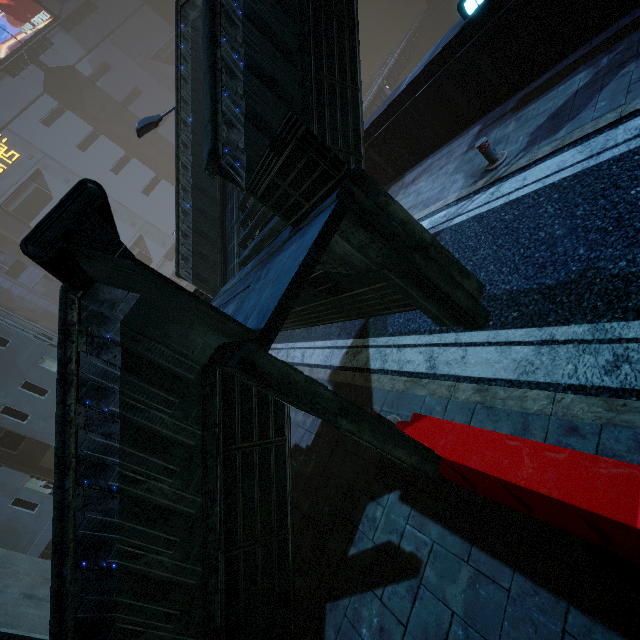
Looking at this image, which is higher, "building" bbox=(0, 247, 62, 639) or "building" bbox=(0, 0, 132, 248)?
"building" bbox=(0, 0, 132, 248)

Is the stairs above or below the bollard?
above

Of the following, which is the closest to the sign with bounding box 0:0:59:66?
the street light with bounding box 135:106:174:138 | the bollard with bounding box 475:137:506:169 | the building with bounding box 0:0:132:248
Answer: the building with bounding box 0:0:132:248

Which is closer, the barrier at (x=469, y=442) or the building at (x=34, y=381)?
the barrier at (x=469, y=442)

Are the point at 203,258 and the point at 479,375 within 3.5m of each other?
no

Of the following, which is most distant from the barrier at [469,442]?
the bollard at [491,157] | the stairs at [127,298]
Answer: the bollard at [491,157]

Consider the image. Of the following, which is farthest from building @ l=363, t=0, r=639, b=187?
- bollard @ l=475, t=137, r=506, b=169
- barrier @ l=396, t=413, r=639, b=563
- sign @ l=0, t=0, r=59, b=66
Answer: barrier @ l=396, t=413, r=639, b=563

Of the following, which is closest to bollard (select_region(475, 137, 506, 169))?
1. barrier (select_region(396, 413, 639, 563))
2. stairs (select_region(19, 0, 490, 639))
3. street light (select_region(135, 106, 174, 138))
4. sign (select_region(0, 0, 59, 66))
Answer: stairs (select_region(19, 0, 490, 639))
